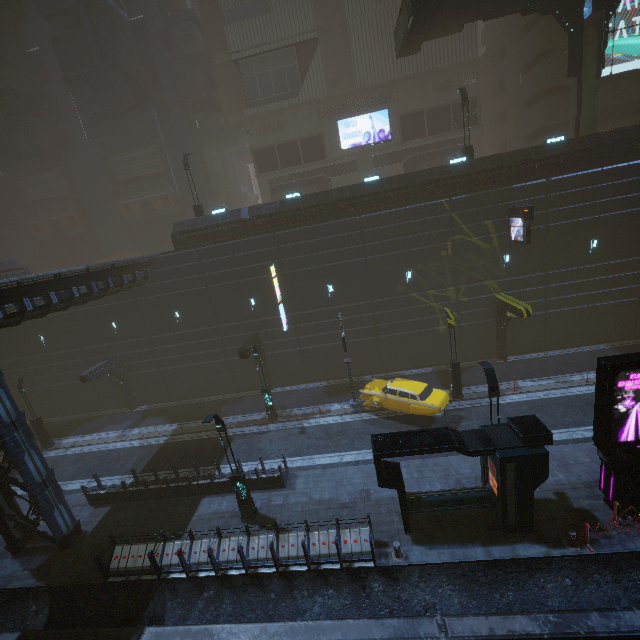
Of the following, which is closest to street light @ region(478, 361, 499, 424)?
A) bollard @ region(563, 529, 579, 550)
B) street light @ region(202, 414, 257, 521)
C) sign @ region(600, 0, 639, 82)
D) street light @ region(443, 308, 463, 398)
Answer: bollard @ region(563, 529, 579, 550)

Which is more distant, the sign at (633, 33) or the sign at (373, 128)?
the sign at (373, 128)

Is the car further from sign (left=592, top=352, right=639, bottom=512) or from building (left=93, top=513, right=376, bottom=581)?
sign (left=592, top=352, right=639, bottom=512)

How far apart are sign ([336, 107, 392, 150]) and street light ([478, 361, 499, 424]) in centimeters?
2905cm

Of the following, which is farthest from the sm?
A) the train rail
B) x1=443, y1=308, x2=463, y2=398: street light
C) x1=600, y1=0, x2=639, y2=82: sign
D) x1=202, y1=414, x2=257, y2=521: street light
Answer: x1=202, y1=414, x2=257, y2=521: street light

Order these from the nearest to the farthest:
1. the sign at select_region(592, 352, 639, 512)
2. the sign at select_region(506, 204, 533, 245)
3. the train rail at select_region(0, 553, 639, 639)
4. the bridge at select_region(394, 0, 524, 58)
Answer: the train rail at select_region(0, 553, 639, 639)
the sign at select_region(592, 352, 639, 512)
the sign at select_region(506, 204, 533, 245)
the bridge at select_region(394, 0, 524, 58)

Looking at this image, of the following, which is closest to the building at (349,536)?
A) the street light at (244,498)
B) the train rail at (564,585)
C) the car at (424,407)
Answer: the train rail at (564,585)

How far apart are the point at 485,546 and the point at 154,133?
43.85m
